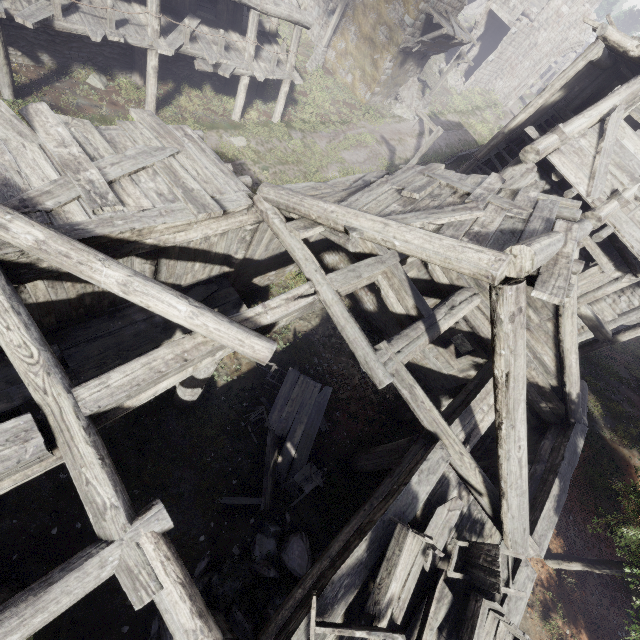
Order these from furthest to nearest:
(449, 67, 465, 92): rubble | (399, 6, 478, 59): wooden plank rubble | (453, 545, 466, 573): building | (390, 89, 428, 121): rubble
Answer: (449, 67, 465, 92): rubble → (390, 89, 428, 121): rubble → (399, 6, 478, 59): wooden plank rubble → (453, 545, 466, 573): building

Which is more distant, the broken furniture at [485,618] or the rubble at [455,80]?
the rubble at [455,80]

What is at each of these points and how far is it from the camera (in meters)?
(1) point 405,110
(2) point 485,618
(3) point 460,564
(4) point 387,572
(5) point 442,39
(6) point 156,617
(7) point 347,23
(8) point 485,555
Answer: (1) rubble, 26.22
(2) broken furniture, 4.73
(3) building, 5.37
(4) broken furniture, 4.26
(5) wooden plank rubble, 21.12
(6) rubble, 6.10
(7) building, 22.34
(8) broken furniture, 5.07

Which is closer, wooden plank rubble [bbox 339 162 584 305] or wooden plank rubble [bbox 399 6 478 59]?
wooden plank rubble [bbox 339 162 584 305]

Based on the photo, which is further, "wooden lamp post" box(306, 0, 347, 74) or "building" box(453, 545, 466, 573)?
"wooden lamp post" box(306, 0, 347, 74)

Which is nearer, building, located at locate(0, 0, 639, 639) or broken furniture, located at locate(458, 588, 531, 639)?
building, located at locate(0, 0, 639, 639)

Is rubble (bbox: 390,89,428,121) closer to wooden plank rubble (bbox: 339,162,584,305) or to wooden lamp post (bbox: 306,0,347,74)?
wooden lamp post (bbox: 306,0,347,74)

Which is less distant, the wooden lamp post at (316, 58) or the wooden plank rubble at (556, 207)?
the wooden plank rubble at (556, 207)
